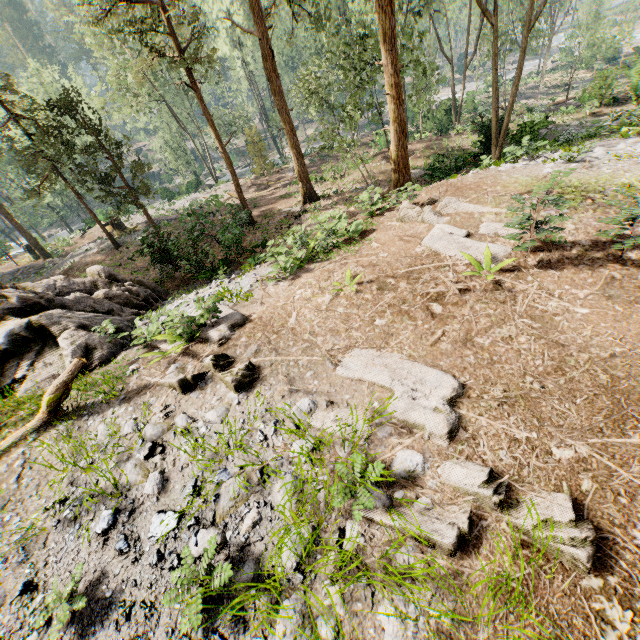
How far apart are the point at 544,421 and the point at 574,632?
2.09m

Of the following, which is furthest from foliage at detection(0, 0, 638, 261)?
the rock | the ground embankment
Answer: the rock

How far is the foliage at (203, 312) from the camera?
7.1 meters

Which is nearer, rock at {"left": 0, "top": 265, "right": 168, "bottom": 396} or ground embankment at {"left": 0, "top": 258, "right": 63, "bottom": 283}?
rock at {"left": 0, "top": 265, "right": 168, "bottom": 396}

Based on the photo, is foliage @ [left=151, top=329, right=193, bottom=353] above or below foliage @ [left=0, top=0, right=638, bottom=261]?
below

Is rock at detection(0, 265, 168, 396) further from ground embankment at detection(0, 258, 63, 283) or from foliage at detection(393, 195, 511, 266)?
ground embankment at detection(0, 258, 63, 283)

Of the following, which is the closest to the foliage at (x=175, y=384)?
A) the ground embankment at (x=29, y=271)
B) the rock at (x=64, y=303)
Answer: the ground embankment at (x=29, y=271)
